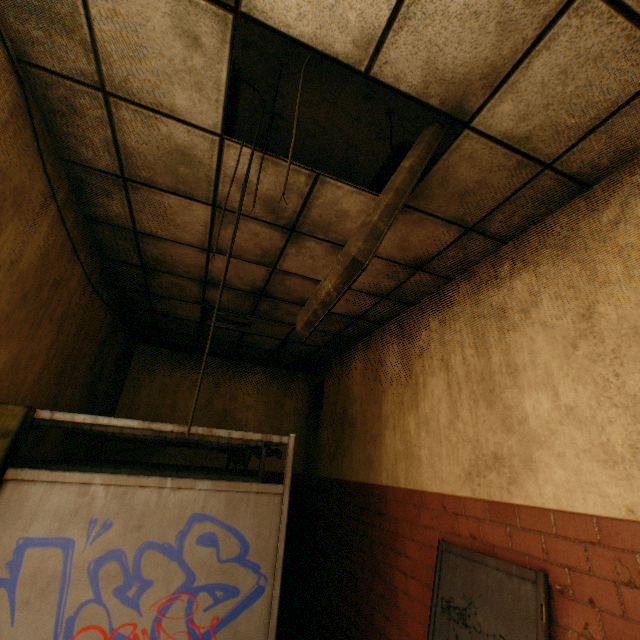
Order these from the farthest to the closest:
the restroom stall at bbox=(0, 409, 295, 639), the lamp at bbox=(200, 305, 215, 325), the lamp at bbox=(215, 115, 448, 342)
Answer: the lamp at bbox=(200, 305, 215, 325), the restroom stall at bbox=(0, 409, 295, 639), the lamp at bbox=(215, 115, 448, 342)

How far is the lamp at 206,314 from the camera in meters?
4.4

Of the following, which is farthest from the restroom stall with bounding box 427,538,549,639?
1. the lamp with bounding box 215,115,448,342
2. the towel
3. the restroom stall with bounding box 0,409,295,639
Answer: the towel

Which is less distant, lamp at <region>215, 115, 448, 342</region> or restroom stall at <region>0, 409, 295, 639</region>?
lamp at <region>215, 115, 448, 342</region>

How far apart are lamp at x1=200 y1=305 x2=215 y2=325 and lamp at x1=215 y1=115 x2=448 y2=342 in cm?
267

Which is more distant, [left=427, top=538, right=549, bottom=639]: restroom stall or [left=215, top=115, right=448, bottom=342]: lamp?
[left=427, top=538, right=549, bottom=639]: restroom stall

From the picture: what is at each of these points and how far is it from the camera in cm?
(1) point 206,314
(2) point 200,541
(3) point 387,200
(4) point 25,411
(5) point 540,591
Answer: (1) lamp, 464
(2) restroom stall, 210
(3) lamp, 132
(4) towel, 199
(5) restroom stall, 191

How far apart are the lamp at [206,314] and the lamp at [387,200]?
2.7m
